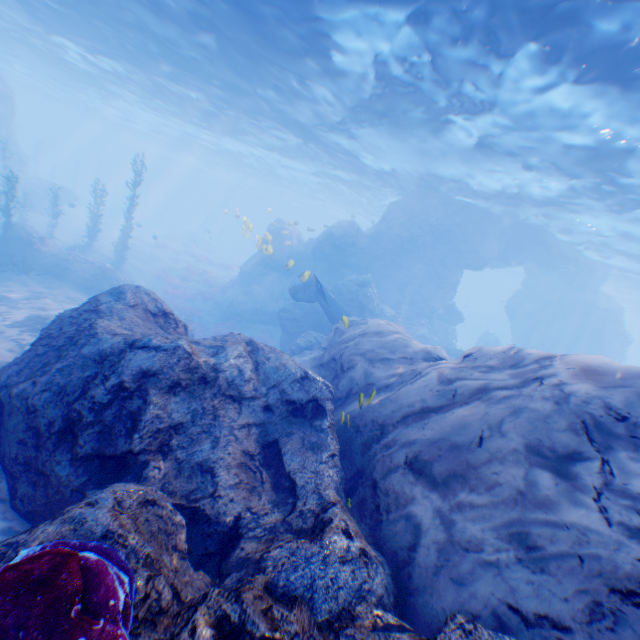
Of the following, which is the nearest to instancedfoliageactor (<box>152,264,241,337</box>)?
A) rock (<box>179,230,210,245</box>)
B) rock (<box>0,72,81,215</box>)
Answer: rock (<box>0,72,81,215</box>)

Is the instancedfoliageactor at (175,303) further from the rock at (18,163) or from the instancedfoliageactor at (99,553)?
the instancedfoliageactor at (99,553)

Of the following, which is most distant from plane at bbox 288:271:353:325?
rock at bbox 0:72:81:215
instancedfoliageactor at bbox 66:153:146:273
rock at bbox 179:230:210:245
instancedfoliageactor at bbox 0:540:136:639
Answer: rock at bbox 179:230:210:245

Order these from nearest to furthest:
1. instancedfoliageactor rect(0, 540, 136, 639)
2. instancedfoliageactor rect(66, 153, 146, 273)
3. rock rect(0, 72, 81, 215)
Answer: instancedfoliageactor rect(0, 540, 136, 639), instancedfoliageactor rect(66, 153, 146, 273), rock rect(0, 72, 81, 215)

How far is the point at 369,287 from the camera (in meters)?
20.97

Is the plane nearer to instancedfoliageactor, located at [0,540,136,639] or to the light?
the light

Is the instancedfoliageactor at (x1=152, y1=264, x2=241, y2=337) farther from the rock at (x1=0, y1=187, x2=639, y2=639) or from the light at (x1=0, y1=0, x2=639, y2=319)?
the light at (x1=0, y1=0, x2=639, y2=319)

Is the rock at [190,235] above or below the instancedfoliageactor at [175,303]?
above
